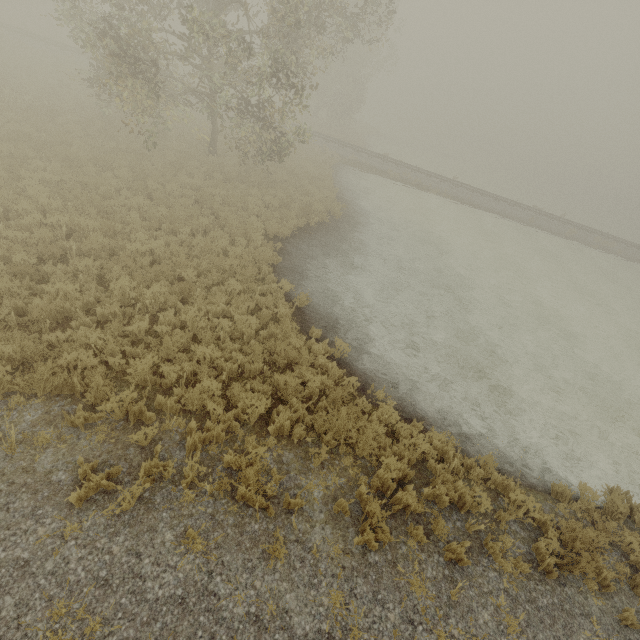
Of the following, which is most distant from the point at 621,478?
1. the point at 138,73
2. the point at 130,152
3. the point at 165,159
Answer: the point at 130,152
